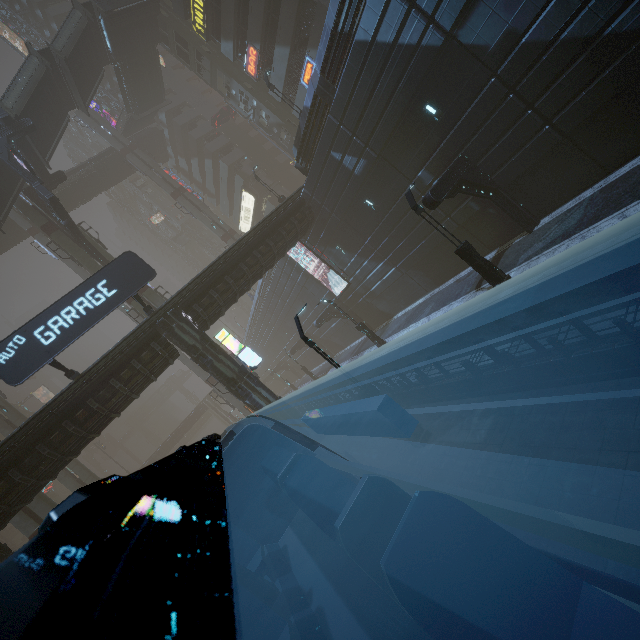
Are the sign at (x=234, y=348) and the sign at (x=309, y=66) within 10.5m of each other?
no

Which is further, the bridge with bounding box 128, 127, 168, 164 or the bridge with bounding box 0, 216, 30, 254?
the bridge with bounding box 128, 127, 168, 164

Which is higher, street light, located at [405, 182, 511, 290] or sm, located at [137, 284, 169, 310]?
sm, located at [137, 284, 169, 310]

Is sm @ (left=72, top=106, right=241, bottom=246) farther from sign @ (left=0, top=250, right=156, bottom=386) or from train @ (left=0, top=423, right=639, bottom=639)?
train @ (left=0, top=423, right=639, bottom=639)

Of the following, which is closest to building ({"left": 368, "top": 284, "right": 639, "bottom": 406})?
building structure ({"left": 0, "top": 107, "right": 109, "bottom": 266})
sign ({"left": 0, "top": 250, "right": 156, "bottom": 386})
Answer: sign ({"left": 0, "top": 250, "right": 156, "bottom": 386})

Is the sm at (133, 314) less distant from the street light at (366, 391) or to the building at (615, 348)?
the building at (615, 348)

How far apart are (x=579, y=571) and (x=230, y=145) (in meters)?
56.21

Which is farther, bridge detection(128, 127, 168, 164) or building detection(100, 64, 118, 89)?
building detection(100, 64, 118, 89)
